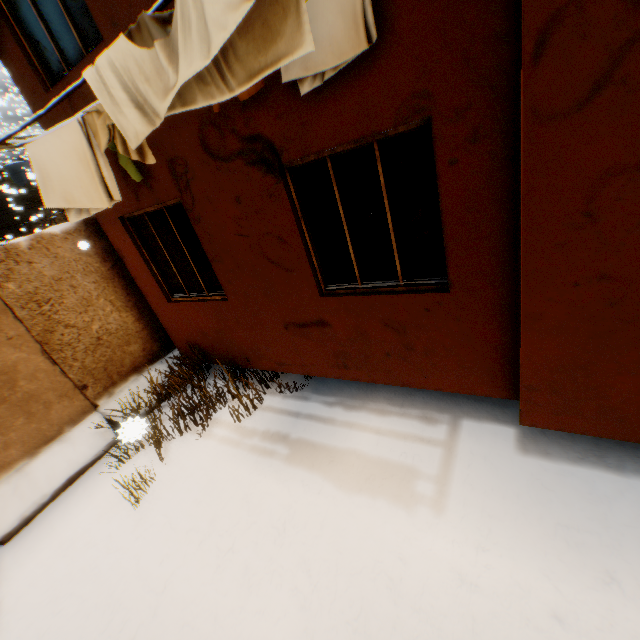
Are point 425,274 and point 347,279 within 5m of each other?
yes

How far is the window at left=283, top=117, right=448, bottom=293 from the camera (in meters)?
2.81

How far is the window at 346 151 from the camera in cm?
281

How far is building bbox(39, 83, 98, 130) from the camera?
3.86m

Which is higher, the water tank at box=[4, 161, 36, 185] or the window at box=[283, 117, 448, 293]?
the water tank at box=[4, 161, 36, 185]

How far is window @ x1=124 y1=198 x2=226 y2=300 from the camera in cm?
458

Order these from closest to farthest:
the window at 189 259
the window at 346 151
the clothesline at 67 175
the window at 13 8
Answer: the clothesline at 67 175 → the window at 346 151 → the window at 13 8 → the window at 189 259

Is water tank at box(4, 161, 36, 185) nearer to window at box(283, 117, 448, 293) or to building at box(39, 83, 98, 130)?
building at box(39, 83, 98, 130)
